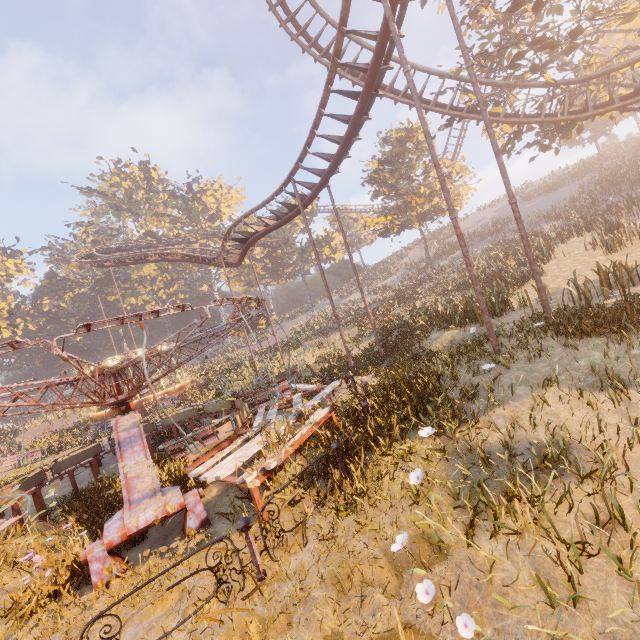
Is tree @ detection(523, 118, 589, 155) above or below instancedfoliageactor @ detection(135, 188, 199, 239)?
below

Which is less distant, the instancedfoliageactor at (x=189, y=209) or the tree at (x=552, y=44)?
the tree at (x=552, y=44)

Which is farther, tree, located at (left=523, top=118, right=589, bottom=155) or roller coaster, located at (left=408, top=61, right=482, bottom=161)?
tree, located at (left=523, top=118, right=589, bottom=155)

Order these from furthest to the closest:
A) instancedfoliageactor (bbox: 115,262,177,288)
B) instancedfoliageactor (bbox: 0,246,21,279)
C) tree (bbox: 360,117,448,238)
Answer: instancedfoliageactor (bbox: 0,246,21,279) → instancedfoliageactor (bbox: 115,262,177,288) → tree (bbox: 360,117,448,238)

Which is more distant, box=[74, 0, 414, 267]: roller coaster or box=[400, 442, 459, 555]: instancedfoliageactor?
box=[74, 0, 414, 267]: roller coaster

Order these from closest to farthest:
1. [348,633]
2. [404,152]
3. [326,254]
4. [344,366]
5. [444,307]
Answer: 1. [348,633]
2. [444,307]
3. [344,366]
4. [404,152]
5. [326,254]

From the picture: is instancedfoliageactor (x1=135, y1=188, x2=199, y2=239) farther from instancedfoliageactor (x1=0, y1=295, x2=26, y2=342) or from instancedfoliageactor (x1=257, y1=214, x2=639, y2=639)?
instancedfoliageactor (x1=257, y1=214, x2=639, y2=639)

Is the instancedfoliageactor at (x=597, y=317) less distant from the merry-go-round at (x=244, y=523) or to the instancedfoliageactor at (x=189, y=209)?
the merry-go-round at (x=244, y=523)
